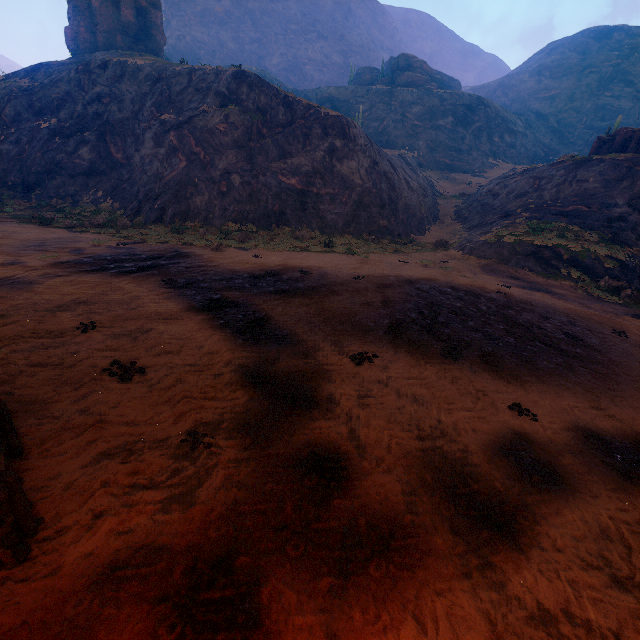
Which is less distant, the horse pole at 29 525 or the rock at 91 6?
the horse pole at 29 525

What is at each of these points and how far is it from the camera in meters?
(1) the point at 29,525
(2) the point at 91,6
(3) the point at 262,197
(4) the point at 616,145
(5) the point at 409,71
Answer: (1) horse pole, 3.7
(2) rock, 39.9
(3) z, 24.4
(4) instancedfoliageactor, 26.2
(5) rock, 57.8

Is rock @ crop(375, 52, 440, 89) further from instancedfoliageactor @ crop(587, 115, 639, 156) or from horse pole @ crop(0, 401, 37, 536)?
horse pole @ crop(0, 401, 37, 536)

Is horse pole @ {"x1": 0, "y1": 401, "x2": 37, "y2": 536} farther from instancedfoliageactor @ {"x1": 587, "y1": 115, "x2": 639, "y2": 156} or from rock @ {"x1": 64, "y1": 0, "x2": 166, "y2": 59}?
instancedfoliageactor @ {"x1": 587, "y1": 115, "x2": 639, "y2": 156}

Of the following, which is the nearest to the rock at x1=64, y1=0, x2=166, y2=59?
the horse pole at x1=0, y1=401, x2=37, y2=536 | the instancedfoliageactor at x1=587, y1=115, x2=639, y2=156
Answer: the instancedfoliageactor at x1=587, y1=115, x2=639, y2=156

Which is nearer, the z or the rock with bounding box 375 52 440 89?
the z

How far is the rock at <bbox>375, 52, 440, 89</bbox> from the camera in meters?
55.7

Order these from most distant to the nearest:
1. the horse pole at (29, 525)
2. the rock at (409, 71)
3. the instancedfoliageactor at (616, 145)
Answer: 1. the rock at (409, 71)
2. the instancedfoliageactor at (616, 145)
3. the horse pole at (29, 525)
